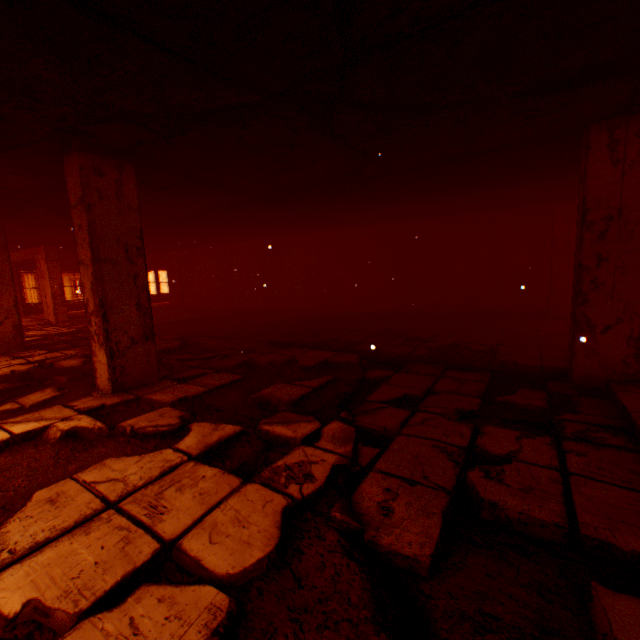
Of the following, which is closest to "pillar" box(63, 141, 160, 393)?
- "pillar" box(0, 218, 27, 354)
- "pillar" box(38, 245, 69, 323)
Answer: "pillar" box(0, 218, 27, 354)

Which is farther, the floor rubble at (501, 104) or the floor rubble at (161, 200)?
the floor rubble at (161, 200)

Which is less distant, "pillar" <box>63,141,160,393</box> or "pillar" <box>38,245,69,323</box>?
"pillar" <box>63,141,160,393</box>

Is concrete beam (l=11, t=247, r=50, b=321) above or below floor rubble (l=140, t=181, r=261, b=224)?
below

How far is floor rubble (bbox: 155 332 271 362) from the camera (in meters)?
5.55

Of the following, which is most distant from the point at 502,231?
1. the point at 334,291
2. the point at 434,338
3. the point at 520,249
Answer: the point at 334,291

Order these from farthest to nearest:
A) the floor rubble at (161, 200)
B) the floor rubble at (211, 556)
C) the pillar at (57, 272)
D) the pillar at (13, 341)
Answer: the pillar at (57, 272)
the pillar at (13, 341)
the floor rubble at (161, 200)
the floor rubble at (211, 556)

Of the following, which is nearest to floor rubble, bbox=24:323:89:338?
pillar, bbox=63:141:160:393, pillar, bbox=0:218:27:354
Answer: pillar, bbox=0:218:27:354
